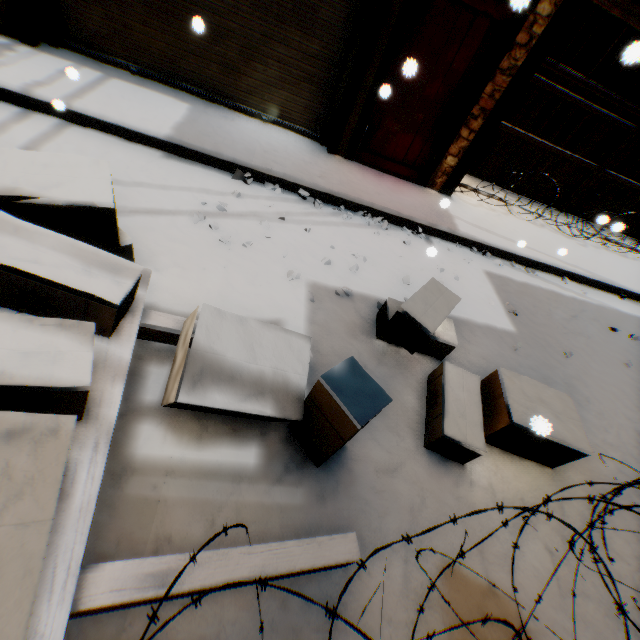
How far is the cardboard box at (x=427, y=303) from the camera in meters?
2.7

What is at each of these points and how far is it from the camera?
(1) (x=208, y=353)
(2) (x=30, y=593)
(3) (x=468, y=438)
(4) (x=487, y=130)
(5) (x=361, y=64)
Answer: (1) cardboard box, 1.7 meters
(2) cardboard box, 0.8 meters
(3) cardboard box, 2.3 meters
(4) wooden beam, 5.0 meters
(5) building, 4.3 meters

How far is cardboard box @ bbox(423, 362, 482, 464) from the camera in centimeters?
237cm

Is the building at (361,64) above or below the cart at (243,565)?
above

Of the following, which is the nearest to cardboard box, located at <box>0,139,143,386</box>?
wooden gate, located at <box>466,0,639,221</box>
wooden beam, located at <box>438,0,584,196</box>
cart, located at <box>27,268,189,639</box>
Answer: cart, located at <box>27,268,189,639</box>

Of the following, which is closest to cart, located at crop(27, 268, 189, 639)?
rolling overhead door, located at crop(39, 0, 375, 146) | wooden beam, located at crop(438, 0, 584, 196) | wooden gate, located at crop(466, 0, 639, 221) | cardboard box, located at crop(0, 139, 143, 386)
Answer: cardboard box, located at crop(0, 139, 143, 386)

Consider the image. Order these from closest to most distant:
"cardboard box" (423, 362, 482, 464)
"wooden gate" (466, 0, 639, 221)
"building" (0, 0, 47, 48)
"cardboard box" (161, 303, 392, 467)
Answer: "cardboard box" (161, 303, 392, 467) < "cardboard box" (423, 362, 482, 464) < "building" (0, 0, 47, 48) < "wooden gate" (466, 0, 639, 221)

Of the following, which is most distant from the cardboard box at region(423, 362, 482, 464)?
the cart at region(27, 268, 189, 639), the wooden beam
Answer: the wooden beam
